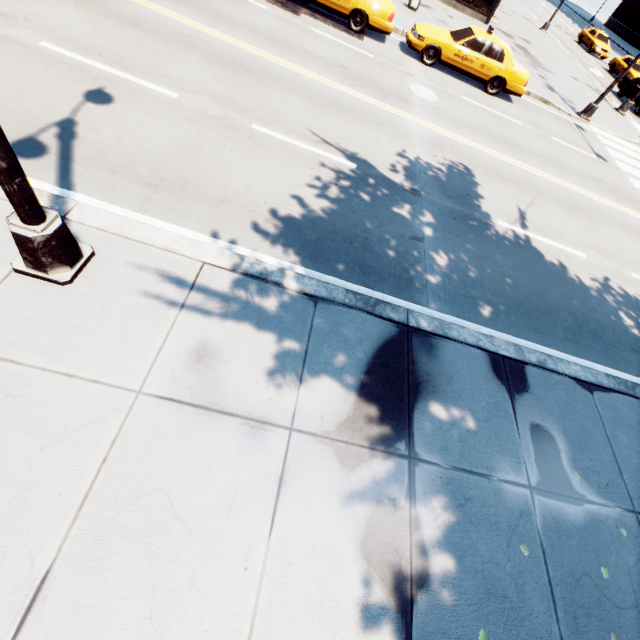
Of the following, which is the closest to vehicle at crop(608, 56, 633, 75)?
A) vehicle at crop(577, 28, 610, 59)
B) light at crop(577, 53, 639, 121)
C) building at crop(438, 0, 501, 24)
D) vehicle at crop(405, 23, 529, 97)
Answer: vehicle at crop(577, 28, 610, 59)

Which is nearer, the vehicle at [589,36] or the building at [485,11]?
the building at [485,11]

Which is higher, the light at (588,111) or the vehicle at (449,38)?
the vehicle at (449,38)

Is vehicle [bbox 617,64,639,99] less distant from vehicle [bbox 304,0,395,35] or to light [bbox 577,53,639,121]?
light [bbox 577,53,639,121]

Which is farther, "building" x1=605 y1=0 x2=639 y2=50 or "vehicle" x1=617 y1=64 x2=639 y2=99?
"building" x1=605 y1=0 x2=639 y2=50

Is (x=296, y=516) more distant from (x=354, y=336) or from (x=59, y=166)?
(x=59, y=166)

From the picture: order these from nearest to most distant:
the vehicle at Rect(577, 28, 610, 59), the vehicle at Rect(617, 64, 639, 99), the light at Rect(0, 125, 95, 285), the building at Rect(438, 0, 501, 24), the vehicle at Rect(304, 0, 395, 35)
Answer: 1. the light at Rect(0, 125, 95, 285)
2. the vehicle at Rect(304, 0, 395, 35)
3. the building at Rect(438, 0, 501, 24)
4. the vehicle at Rect(617, 64, 639, 99)
5. the vehicle at Rect(577, 28, 610, 59)

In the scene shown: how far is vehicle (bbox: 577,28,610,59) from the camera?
30.56m
